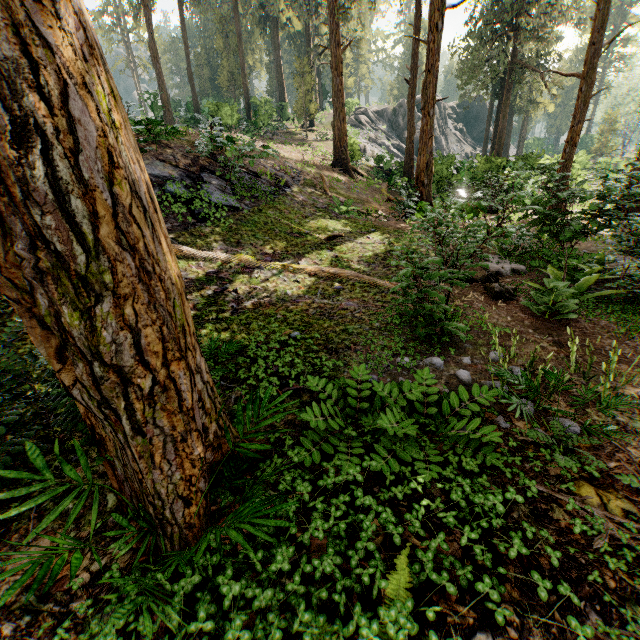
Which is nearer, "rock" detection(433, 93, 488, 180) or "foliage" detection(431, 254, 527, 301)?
"foliage" detection(431, 254, 527, 301)

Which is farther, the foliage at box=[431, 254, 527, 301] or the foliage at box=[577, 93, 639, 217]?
the foliage at box=[577, 93, 639, 217]

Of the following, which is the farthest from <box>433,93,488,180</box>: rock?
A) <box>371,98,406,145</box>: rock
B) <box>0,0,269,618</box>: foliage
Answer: <box>0,0,269,618</box>: foliage

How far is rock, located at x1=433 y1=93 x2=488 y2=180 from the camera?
20.38m

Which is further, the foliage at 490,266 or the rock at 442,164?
the rock at 442,164

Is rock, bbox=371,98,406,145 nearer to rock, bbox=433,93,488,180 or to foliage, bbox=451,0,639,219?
foliage, bbox=451,0,639,219

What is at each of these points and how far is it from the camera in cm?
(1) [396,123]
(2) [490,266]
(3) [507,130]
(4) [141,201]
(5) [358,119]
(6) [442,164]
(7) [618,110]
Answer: (1) rock, 4062
(2) foliage, 835
(3) foliage, 3934
(4) foliage, 201
(5) foliage, 3847
(6) rock, 2012
(7) foliage, 4062

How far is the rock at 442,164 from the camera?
20.38m
